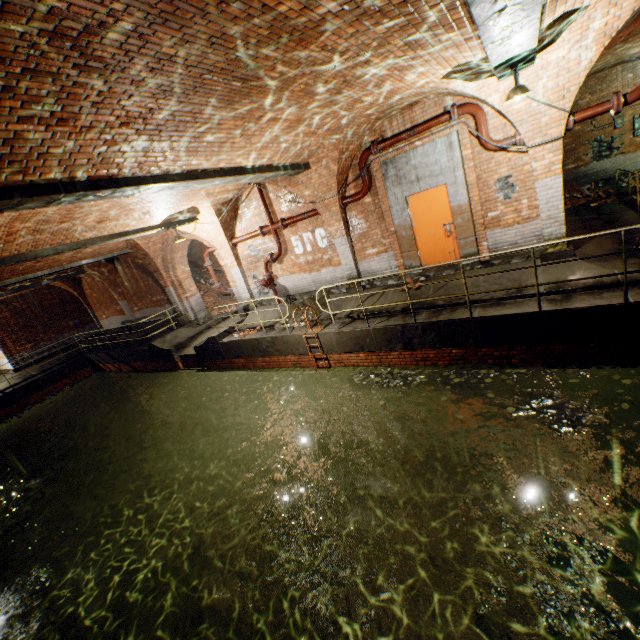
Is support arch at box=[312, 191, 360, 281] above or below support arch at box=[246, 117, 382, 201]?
below

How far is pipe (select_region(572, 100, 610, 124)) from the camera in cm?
617

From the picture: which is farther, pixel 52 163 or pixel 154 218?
pixel 154 218

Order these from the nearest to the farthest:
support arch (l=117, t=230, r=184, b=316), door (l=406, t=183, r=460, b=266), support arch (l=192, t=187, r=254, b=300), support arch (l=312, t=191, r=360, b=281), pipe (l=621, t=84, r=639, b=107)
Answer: pipe (l=621, t=84, r=639, b=107) < door (l=406, t=183, r=460, b=266) < support arch (l=312, t=191, r=360, b=281) < support arch (l=192, t=187, r=254, b=300) < support arch (l=117, t=230, r=184, b=316)

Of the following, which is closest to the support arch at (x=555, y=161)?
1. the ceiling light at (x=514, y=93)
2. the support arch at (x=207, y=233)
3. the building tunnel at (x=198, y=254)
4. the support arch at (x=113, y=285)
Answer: the ceiling light at (x=514, y=93)

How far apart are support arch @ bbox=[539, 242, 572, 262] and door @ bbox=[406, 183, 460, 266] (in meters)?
1.65

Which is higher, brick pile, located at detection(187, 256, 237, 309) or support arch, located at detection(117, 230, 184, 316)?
support arch, located at detection(117, 230, 184, 316)

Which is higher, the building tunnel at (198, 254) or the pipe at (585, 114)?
the building tunnel at (198, 254)
